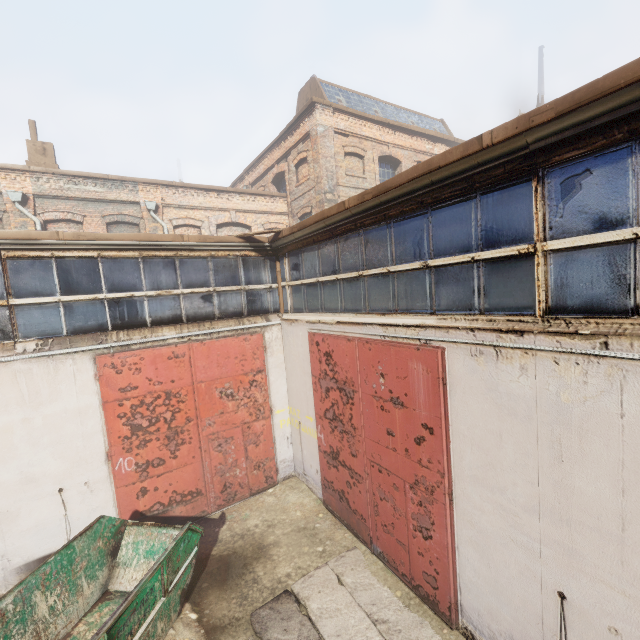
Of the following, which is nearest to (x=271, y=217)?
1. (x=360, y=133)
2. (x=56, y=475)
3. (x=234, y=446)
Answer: (x=360, y=133)
